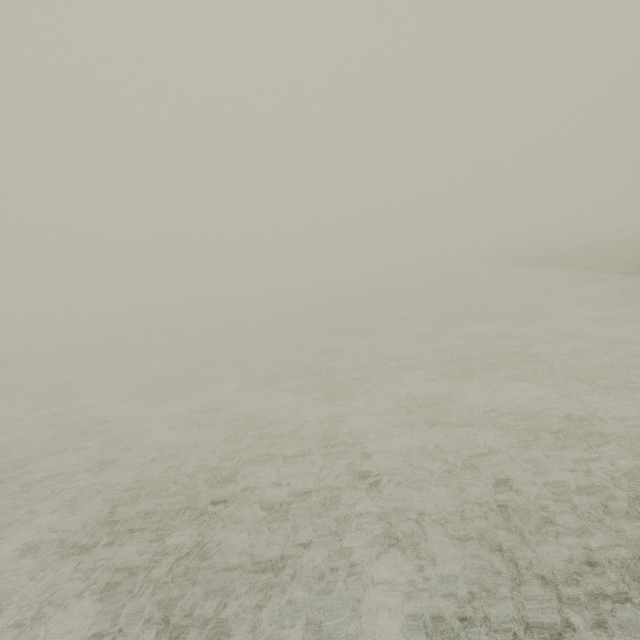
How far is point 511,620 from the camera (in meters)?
2.77
